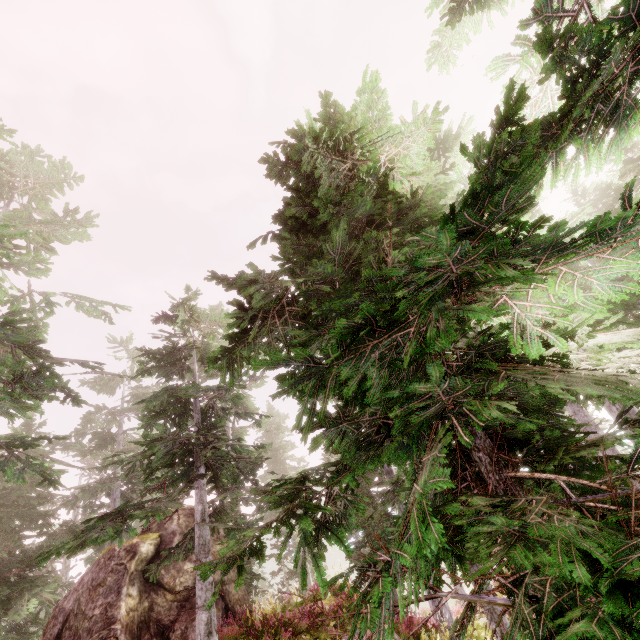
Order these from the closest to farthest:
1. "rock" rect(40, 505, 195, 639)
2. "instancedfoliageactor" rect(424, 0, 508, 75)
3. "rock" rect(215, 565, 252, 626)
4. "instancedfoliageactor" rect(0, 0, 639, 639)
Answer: "instancedfoliageactor" rect(0, 0, 639, 639)
"instancedfoliageactor" rect(424, 0, 508, 75)
"rock" rect(40, 505, 195, 639)
"rock" rect(215, 565, 252, 626)

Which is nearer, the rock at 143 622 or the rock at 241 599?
the rock at 143 622

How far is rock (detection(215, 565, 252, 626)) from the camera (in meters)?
11.59

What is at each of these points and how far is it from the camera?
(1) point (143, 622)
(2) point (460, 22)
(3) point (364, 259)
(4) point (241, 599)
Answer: (1) rock, 10.8m
(2) instancedfoliageactor, 7.7m
(3) instancedfoliageactor, 4.7m
(4) rock, 13.0m

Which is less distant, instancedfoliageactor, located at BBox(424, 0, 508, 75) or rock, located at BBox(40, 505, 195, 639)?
instancedfoliageactor, located at BBox(424, 0, 508, 75)

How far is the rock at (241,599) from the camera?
11.6m

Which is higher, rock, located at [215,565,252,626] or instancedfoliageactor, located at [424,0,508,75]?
instancedfoliageactor, located at [424,0,508,75]
